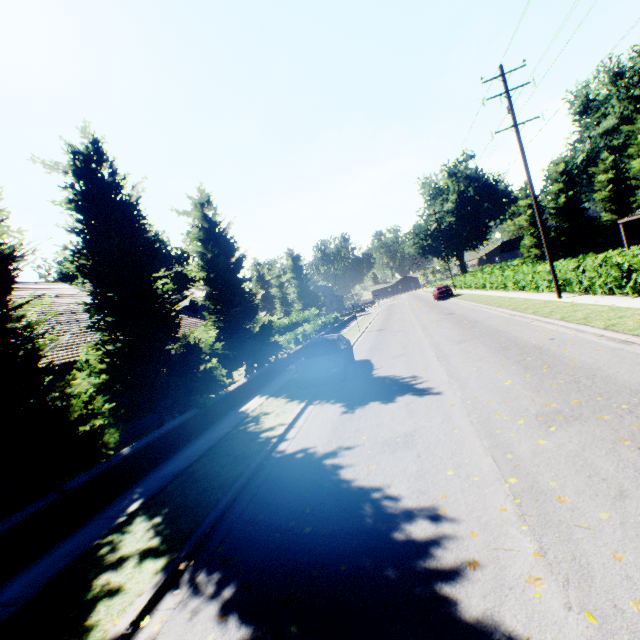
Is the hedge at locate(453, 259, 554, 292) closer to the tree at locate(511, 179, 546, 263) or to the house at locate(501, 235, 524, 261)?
the tree at locate(511, 179, 546, 263)

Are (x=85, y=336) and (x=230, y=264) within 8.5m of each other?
yes

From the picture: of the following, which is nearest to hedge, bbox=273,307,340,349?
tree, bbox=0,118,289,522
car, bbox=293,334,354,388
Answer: tree, bbox=0,118,289,522

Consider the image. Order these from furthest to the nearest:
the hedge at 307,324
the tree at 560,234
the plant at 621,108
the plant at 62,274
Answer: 1. the plant at 62,274
2. the plant at 621,108
3. the tree at 560,234
4. the hedge at 307,324

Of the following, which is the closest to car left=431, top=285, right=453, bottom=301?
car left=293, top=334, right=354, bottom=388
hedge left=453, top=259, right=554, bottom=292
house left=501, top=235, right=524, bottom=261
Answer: hedge left=453, top=259, right=554, bottom=292

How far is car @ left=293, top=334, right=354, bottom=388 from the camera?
11.4m

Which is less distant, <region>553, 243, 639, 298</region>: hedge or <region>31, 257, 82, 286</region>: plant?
<region>553, 243, 639, 298</region>: hedge

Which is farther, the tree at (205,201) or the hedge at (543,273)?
the hedge at (543,273)
